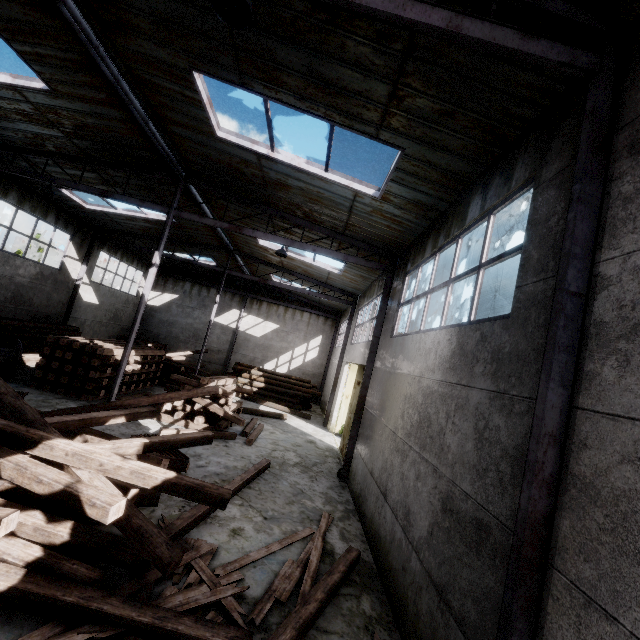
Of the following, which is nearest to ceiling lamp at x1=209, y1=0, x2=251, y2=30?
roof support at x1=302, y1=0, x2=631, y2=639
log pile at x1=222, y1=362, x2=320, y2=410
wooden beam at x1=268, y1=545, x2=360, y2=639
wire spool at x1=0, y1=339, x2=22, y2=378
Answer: roof support at x1=302, y1=0, x2=631, y2=639

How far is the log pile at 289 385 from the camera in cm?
2130

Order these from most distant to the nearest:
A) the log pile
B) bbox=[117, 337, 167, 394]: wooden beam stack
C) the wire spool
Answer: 1. the log pile
2. bbox=[117, 337, 167, 394]: wooden beam stack
3. the wire spool

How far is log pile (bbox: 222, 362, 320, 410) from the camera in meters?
21.3 m

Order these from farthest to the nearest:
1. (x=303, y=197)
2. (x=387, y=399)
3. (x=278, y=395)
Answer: Answer: (x=278, y=395), (x=303, y=197), (x=387, y=399)

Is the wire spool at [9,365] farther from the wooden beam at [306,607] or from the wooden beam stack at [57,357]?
the wooden beam at [306,607]

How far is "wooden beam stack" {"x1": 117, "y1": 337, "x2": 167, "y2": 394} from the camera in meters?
14.4

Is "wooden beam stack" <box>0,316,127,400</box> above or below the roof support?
below
